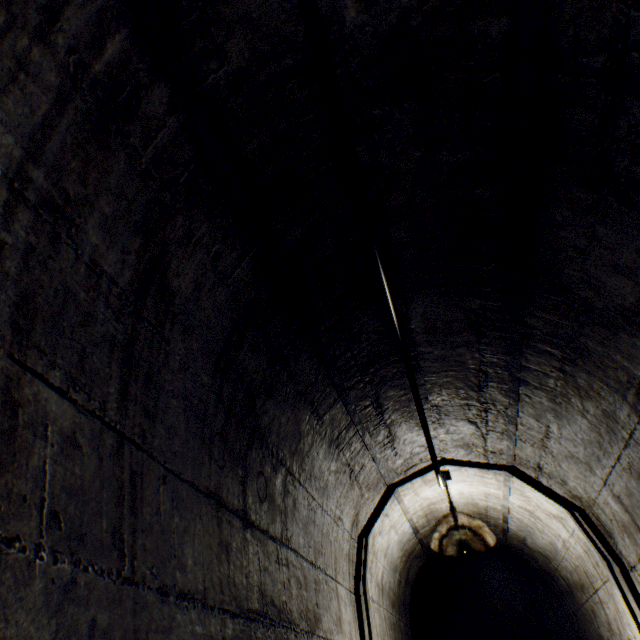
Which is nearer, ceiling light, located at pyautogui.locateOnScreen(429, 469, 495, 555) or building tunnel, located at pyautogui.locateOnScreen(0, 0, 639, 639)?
building tunnel, located at pyautogui.locateOnScreen(0, 0, 639, 639)

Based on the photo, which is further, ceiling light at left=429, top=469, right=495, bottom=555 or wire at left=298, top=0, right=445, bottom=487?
ceiling light at left=429, top=469, right=495, bottom=555

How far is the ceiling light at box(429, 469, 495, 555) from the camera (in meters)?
2.24

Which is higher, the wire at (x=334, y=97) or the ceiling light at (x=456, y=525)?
the wire at (x=334, y=97)

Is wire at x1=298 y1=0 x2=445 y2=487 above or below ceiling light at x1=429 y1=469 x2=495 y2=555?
above

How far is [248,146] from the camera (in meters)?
0.95

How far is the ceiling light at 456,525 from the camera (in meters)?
2.24
